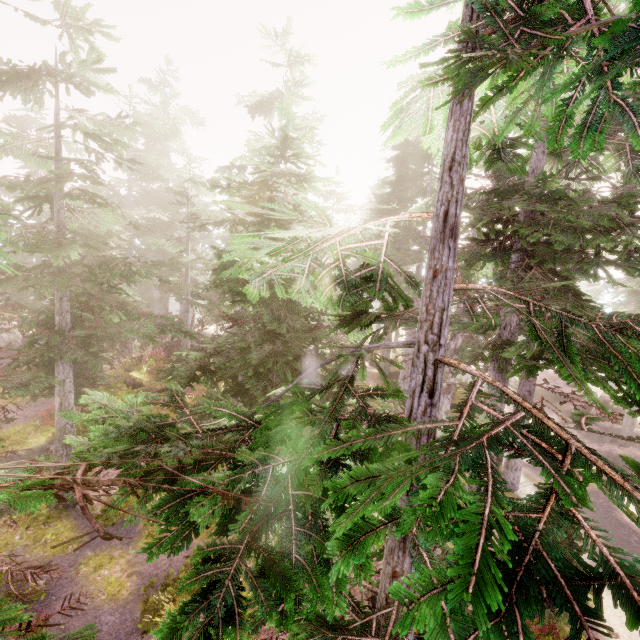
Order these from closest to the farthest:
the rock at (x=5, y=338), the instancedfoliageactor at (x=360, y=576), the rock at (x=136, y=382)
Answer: the instancedfoliageactor at (x=360, y=576) → the rock at (x=136, y=382) → the rock at (x=5, y=338)

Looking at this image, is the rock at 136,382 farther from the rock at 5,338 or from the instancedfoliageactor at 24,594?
the rock at 5,338

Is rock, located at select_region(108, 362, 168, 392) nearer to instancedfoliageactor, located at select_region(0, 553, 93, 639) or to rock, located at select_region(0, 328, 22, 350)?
instancedfoliageactor, located at select_region(0, 553, 93, 639)

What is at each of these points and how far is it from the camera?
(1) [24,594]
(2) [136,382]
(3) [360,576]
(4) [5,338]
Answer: (1) instancedfoliageactor, 3.7m
(2) rock, 21.0m
(3) instancedfoliageactor, 2.3m
(4) rock, 25.6m

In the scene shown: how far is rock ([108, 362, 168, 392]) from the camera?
20.9 meters

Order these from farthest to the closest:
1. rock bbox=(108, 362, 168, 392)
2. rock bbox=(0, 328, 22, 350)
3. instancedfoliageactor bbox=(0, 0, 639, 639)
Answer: rock bbox=(0, 328, 22, 350) < rock bbox=(108, 362, 168, 392) < instancedfoliageactor bbox=(0, 0, 639, 639)

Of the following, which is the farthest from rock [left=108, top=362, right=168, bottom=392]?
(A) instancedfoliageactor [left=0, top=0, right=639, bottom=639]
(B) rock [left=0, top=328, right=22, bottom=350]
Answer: (B) rock [left=0, top=328, right=22, bottom=350]

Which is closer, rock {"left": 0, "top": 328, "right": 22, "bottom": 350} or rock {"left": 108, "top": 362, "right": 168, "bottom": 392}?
rock {"left": 108, "top": 362, "right": 168, "bottom": 392}
